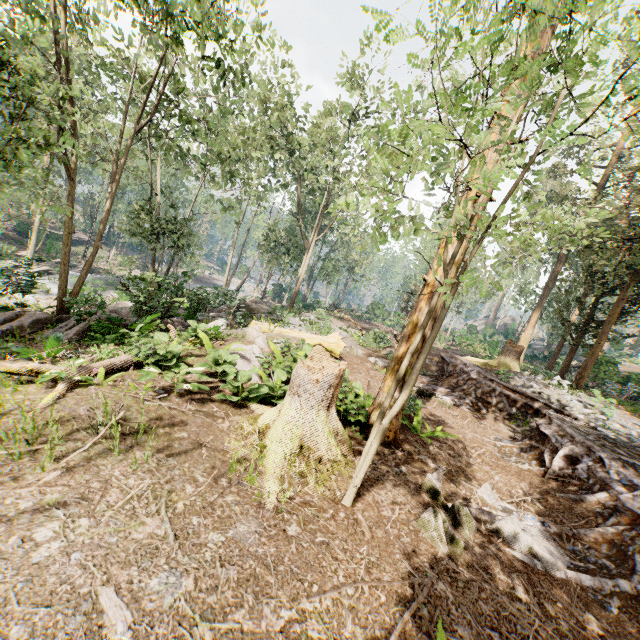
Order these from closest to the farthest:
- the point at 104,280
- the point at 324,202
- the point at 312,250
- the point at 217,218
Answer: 1. the point at 312,250
2. the point at 324,202
3. the point at 217,218
4. the point at 104,280

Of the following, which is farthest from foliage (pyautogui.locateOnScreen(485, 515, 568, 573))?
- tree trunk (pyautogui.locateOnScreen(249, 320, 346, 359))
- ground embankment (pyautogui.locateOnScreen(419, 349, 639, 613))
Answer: tree trunk (pyautogui.locateOnScreen(249, 320, 346, 359))

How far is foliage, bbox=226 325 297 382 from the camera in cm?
738

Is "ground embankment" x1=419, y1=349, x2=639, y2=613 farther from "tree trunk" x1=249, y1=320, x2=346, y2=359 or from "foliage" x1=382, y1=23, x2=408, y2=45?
"tree trunk" x1=249, y1=320, x2=346, y2=359

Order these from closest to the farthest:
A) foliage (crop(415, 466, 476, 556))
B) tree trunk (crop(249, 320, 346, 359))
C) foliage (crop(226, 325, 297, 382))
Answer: foliage (crop(415, 466, 476, 556)), foliage (crop(226, 325, 297, 382)), tree trunk (crop(249, 320, 346, 359))

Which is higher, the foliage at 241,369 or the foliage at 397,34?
the foliage at 397,34

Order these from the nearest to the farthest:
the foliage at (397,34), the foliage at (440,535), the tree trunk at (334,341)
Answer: the foliage at (397,34) → the foliage at (440,535) → the tree trunk at (334,341)
